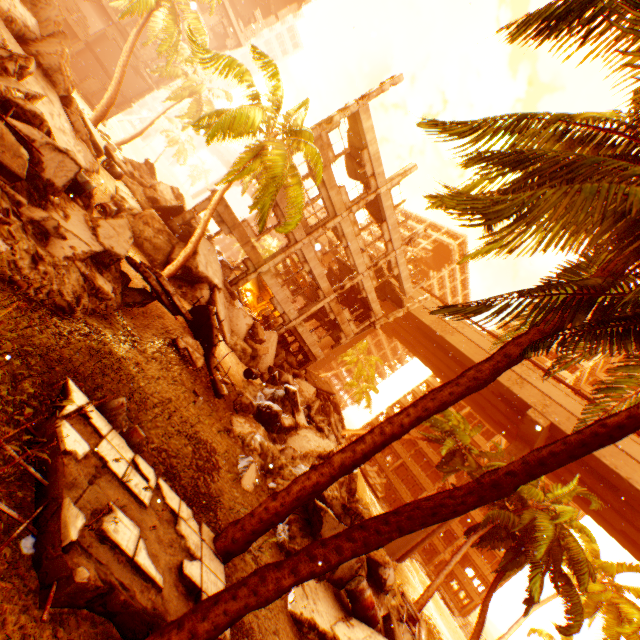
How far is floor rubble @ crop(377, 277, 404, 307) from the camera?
28.2 meters

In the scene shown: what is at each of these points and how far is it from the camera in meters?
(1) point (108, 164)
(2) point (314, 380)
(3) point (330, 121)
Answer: (1) metal barrel, 14.8
(2) floor rubble, 28.6
(3) pillar, 16.8

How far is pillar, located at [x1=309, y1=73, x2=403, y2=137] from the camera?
16.67m

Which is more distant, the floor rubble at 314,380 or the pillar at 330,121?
the floor rubble at 314,380

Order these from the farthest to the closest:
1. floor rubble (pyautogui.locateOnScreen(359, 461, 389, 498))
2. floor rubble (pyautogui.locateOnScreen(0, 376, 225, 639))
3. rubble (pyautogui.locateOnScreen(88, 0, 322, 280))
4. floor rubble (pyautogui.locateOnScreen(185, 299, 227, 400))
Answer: floor rubble (pyautogui.locateOnScreen(359, 461, 389, 498)), floor rubble (pyautogui.locateOnScreen(185, 299, 227, 400)), rubble (pyautogui.locateOnScreen(88, 0, 322, 280)), floor rubble (pyautogui.locateOnScreen(0, 376, 225, 639))

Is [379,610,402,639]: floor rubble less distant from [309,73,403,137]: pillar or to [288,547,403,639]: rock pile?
[288,547,403,639]: rock pile

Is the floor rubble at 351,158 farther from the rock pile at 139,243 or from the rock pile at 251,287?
the rock pile at 251,287

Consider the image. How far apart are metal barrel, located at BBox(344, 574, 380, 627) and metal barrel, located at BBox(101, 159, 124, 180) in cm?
1685
